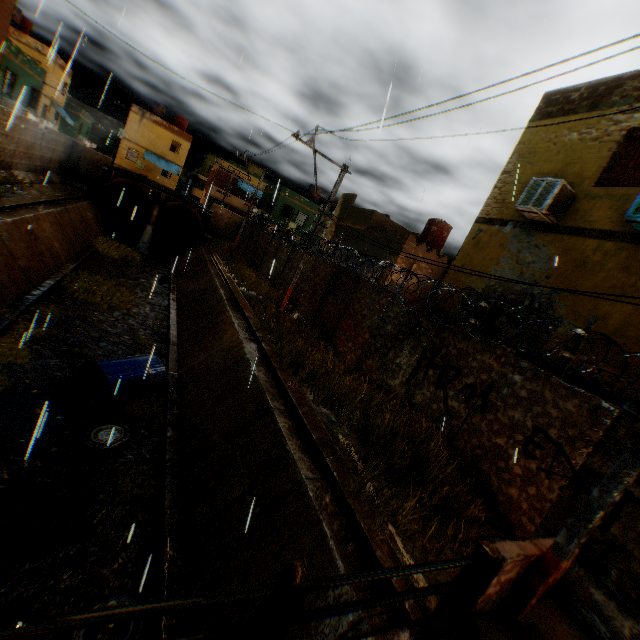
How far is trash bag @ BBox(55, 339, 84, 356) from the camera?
10.05m

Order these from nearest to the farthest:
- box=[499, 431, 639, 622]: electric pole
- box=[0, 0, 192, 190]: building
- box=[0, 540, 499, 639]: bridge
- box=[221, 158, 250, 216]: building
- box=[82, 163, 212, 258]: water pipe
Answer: box=[0, 540, 499, 639]: bridge, box=[499, 431, 639, 622]: electric pole, box=[0, 0, 192, 190]: building, box=[82, 163, 212, 258]: water pipe, box=[221, 158, 250, 216]: building

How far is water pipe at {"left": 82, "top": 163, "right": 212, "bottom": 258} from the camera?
25.3 meters

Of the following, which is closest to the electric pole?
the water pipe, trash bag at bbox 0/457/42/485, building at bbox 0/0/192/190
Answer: building at bbox 0/0/192/190

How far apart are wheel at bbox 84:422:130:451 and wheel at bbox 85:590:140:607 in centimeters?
318cm

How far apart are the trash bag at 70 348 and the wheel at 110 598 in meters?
7.5 m

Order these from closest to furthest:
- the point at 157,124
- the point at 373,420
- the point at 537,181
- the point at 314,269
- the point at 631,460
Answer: the point at 631,460 < the point at 373,420 < the point at 537,181 < the point at 314,269 < the point at 157,124

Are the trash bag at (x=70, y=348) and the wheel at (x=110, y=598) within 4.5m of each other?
no
